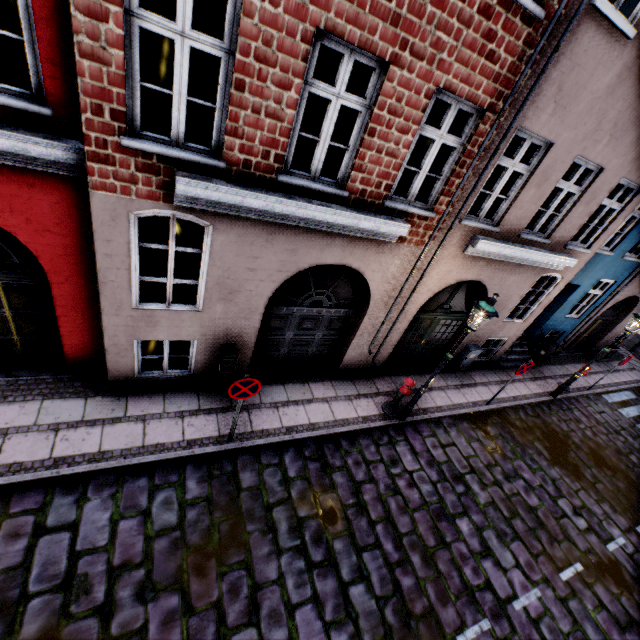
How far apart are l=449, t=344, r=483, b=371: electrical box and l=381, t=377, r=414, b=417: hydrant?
3.3m

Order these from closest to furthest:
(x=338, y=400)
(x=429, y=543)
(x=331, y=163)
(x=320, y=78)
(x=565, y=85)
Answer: (x=565, y=85) → (x=429, y=543) → (x=338, y=400) → (x=320, y=78) → (x=331, y=163)

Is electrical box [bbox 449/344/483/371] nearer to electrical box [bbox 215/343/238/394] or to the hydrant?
the hydrant

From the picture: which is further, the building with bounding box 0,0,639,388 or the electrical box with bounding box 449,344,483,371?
the electrical box with bounding box 449,344,483,371

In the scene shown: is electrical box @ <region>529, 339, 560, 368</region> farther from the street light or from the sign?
the sign

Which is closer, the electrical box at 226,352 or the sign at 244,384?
the sign at 244,384

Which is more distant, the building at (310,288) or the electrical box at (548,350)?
the electrical box at (548,350)

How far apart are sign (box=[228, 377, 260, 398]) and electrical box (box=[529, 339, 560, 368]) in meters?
11.6 m
